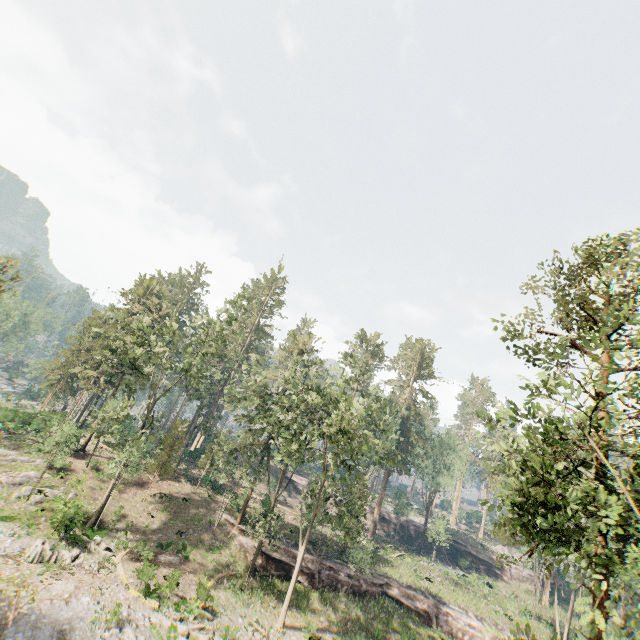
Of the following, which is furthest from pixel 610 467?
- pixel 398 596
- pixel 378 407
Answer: pixel 398 596

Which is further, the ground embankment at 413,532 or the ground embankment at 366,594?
the ground embankment at 413,532

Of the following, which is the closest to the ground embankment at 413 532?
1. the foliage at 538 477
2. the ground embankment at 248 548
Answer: the foliage at 538 477

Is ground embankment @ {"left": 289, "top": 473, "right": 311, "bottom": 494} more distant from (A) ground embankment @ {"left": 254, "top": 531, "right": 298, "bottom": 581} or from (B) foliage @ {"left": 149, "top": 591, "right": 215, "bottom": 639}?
(A) ground embankment @ {"left": 254, "top": 531, "right": 298, "bottom": 581}

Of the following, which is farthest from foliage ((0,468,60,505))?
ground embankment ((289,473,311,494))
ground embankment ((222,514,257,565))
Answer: ground embankment ((289,473,311,494))

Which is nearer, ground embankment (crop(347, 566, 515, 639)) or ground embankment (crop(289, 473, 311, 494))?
ground embankment (crop(347, 566, 515, 639))
